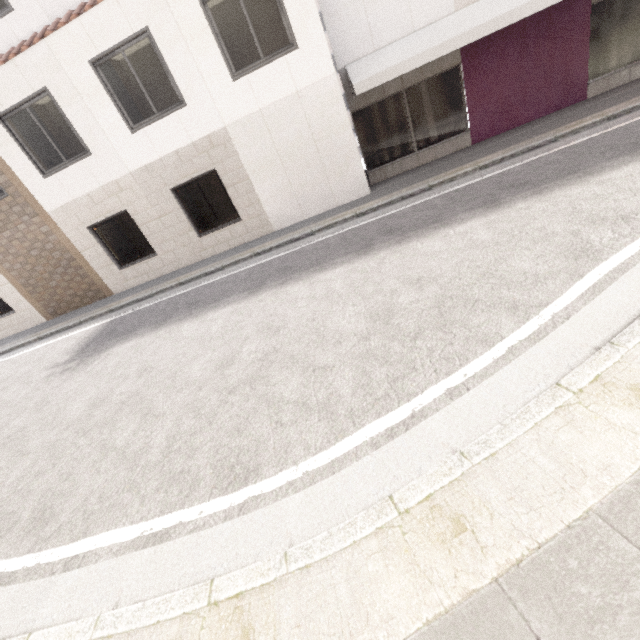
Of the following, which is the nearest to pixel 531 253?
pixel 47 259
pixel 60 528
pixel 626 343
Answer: pixel 626 343
